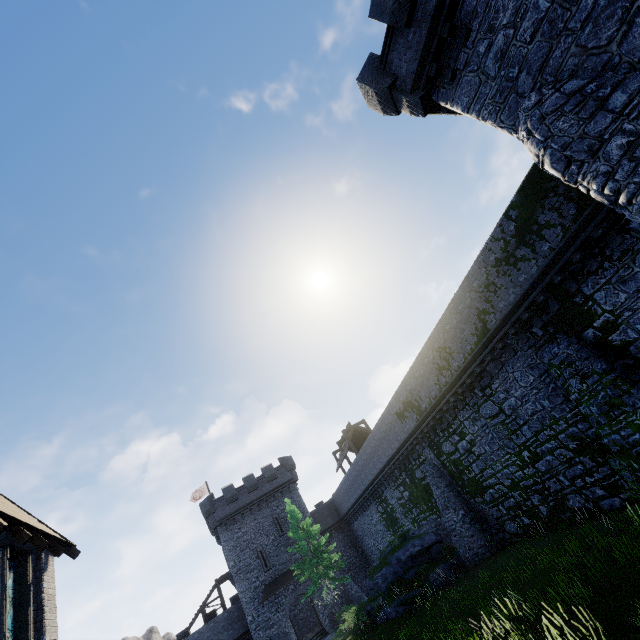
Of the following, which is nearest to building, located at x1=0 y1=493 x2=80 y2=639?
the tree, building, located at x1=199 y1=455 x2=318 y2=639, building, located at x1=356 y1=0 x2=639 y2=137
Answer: building, located at x1=356 y1=0 x2=639 y2=137

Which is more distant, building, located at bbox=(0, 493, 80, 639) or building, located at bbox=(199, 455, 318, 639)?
building, located at bbox=(199, 455, 318, 639)

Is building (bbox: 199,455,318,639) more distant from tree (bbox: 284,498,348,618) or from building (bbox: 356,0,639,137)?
building (bbox: 356,0,639,137)

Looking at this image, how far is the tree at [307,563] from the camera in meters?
27.3

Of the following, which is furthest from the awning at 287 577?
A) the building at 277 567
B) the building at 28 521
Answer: the building at 28 521

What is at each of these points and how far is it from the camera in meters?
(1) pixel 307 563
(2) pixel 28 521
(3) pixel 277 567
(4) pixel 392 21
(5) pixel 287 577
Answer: (1) tree, 28.7 m
(2) building, 11.3 m
(3) building, 34.3 m
(4) building, 10.8 m
(5) awning, 33.6 m

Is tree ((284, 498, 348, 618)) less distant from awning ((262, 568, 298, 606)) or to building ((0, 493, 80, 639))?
awning ((262, 568, 298, 606))
